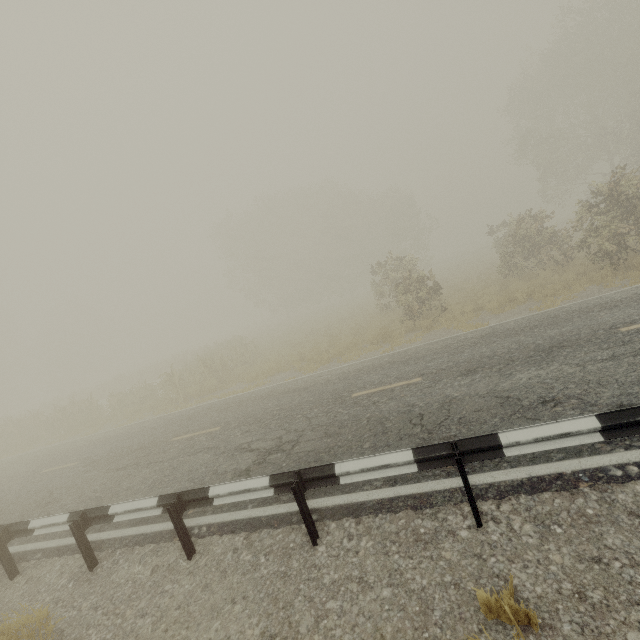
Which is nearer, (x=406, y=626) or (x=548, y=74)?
(x=406, y=626)
